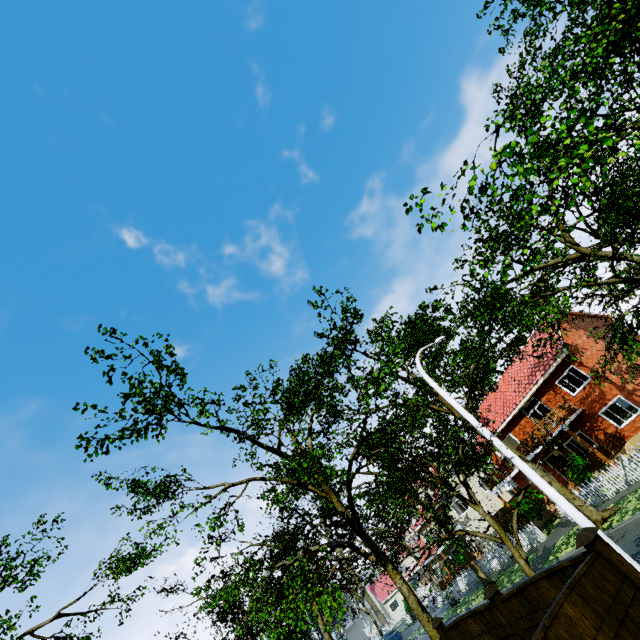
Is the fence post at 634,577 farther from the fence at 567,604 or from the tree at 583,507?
the tree at 583,507

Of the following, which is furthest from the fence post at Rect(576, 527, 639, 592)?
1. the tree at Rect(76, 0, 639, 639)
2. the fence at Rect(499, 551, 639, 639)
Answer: the tree at Rect(76, 0, 639, 639)

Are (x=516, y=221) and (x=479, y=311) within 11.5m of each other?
yes

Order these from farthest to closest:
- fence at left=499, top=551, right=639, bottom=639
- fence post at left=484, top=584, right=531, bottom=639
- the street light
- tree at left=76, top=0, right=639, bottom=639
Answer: the street light < tree at left=76, top=0, right=639, bottom=639 < fence post at left=484, top=584, right=531, bottom=639 < fence at left=499, top=551, right=639, bottom=639

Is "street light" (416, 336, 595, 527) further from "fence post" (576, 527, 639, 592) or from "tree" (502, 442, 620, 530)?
"fence post" (576, 527, 639, 592)

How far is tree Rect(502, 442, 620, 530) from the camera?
10.48m

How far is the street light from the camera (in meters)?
8.05

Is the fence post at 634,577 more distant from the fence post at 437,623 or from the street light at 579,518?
the fence post at 437,623
